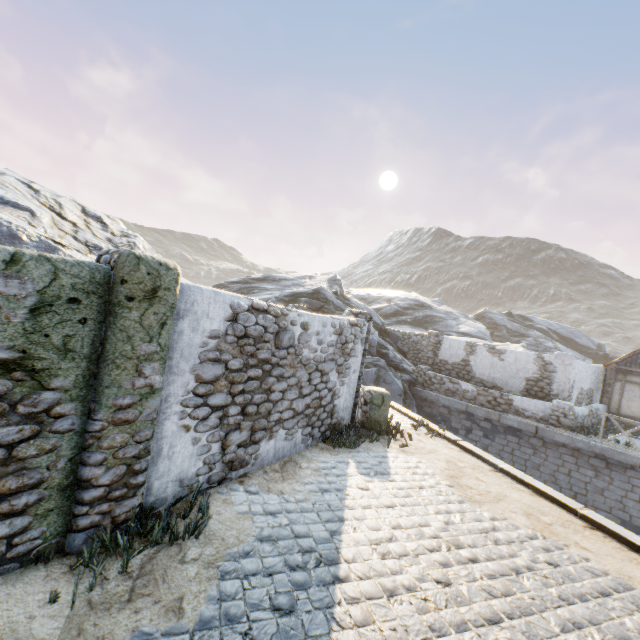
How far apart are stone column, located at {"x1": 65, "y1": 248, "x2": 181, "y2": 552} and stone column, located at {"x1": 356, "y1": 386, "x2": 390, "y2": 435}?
5.1m

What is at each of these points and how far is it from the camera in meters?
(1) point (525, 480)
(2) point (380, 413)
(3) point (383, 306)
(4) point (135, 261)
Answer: (1) stone blocks, 7.1 m
(2) stone column, 8.6 m
(3) rock, 28.8 m
(4) stone column, 3.4 m

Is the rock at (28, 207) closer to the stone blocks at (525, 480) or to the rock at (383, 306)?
the stone blocks at (525, 480)

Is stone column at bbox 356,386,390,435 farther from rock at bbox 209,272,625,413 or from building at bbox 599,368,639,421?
building at bbox 599,368,639,421

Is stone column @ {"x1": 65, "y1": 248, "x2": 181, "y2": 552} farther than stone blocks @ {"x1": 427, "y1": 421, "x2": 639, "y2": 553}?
No

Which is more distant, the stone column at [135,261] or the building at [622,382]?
the building at [622,382]

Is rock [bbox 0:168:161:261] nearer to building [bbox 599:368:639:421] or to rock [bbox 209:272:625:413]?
rock [bbox 209:272:625:413]

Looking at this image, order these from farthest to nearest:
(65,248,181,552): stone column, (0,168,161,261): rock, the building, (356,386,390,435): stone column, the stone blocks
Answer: the building, (356,386,390,435): stone column, the stone blocks, (0,168,161,261): rock, (65,248,181,552): stone column
